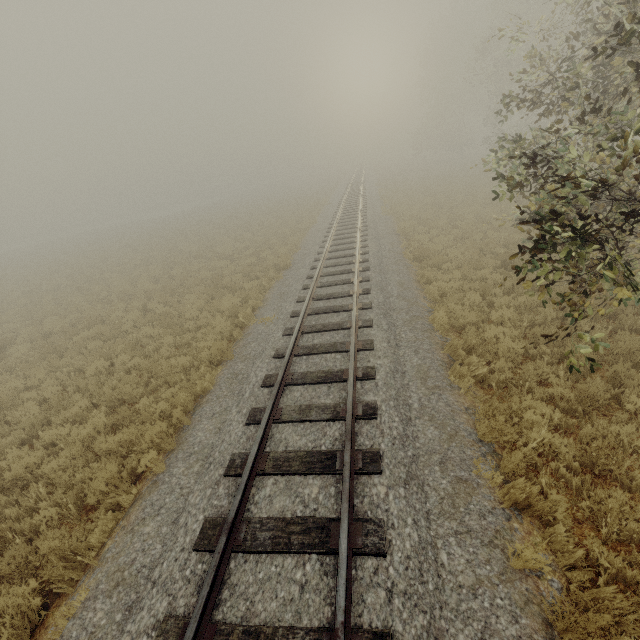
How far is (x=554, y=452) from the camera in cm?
512
